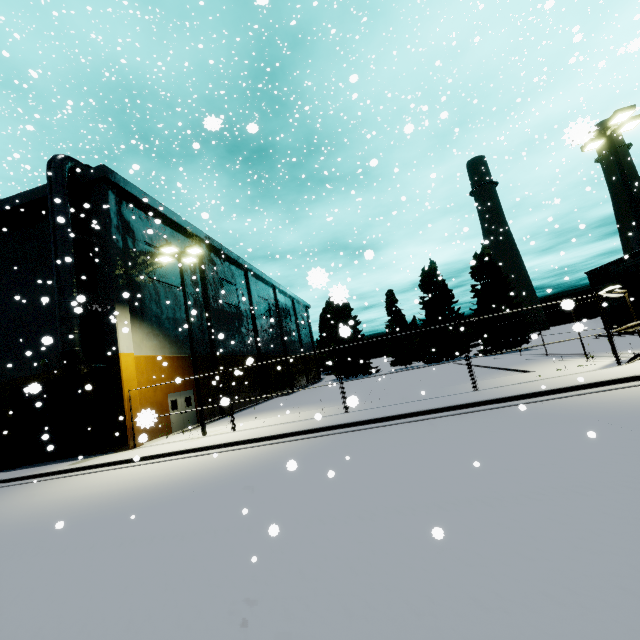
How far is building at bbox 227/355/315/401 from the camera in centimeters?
2986cm

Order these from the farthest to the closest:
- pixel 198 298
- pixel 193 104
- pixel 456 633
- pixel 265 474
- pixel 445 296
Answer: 1. pixel 445 296
2. pixel 193 104
3. pixel 198 298
4. pixel 265 474
5. pixel 456 633

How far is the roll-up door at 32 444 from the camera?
17.7m

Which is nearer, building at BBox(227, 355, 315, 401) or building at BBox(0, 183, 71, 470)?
building at BBox(0, 183, 71, 470)

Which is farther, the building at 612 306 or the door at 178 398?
the building at 612 306

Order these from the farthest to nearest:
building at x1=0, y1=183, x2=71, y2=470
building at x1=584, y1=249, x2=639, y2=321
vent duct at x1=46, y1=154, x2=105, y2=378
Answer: building at x1=584, y1=249, x2=639, y2=321 < building at x1=0, y1=183, x2=71, y2=470 < vent duct at x1=46, y1=154, x2=105, y2=378

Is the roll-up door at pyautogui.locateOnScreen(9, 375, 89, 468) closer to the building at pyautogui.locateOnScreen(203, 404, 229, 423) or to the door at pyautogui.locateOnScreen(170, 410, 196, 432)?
the building at pyautogui.locateOnScreen(203, 404, 229, 423)
